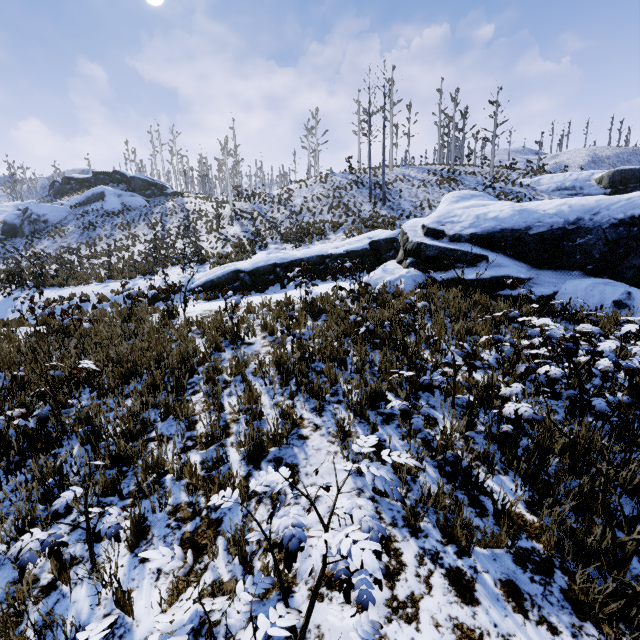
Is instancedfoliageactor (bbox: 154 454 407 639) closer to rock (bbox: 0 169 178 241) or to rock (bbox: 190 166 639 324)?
rock (bbox: 190 166 639 324)

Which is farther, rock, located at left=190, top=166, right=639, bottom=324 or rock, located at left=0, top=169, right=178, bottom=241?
rock, located at left=0, top=169, right=178, bottom=241

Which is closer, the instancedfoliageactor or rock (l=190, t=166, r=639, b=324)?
the instancedfoliageactor

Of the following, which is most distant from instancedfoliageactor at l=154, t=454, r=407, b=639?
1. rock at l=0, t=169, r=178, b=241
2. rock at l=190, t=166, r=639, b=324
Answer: rock at l=0, t=169, r=178, b=241

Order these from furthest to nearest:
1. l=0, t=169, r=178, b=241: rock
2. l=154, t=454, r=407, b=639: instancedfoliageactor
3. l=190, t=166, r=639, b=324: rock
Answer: l=0, t=169, r=178, b=241: rock, l=190, t=166, r=639, b=324: rock, l=154, t=454, r=407, b=639: instancedfoliageactor

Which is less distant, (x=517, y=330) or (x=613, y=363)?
(x=613, y=363)

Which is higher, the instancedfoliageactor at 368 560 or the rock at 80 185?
the rock at 80 185

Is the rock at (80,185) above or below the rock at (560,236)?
above
